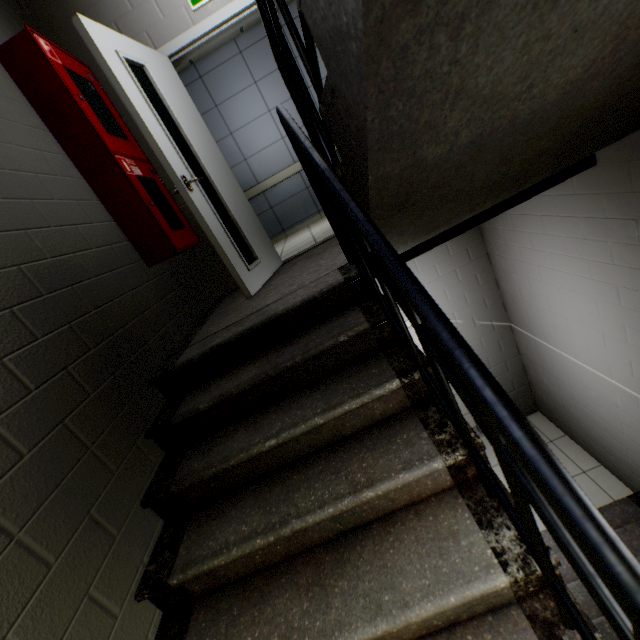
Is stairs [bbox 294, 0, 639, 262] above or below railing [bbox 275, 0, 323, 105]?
below

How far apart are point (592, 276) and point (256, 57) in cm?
618

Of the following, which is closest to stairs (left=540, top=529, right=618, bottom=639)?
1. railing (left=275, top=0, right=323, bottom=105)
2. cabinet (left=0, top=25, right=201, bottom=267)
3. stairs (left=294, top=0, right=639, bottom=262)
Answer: stairs (left=294, top=0, right=639, bottom=262)

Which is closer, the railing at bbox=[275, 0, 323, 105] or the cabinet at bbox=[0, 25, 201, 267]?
the railing at bbox=[275, 0, 323, 105]

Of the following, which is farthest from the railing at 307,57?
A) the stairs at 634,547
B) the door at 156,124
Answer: the stairs at 634,547

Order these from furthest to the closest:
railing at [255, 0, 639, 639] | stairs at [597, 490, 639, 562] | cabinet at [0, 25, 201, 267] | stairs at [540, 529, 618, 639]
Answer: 1. stairs at [597, 490, 639, 562]
2. cabinet at [0, 25, 201, 267]
3. stairs at [540, 529, 618, 639]
4. railing at [255, 0, 639, 639]

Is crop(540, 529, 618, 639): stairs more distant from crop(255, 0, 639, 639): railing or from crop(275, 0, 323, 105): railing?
crop(275, 0, 323, 105): railing

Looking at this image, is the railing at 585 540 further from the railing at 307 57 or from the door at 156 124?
the door at 156 124
